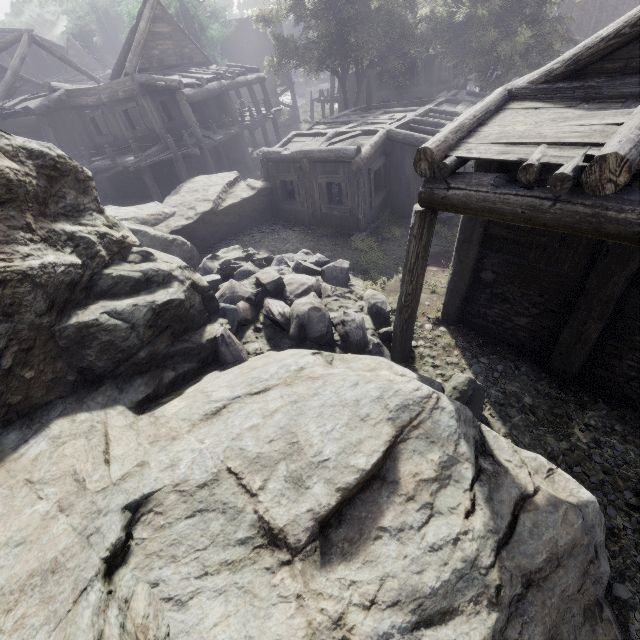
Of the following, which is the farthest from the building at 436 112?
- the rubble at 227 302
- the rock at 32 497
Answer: the rubble at 227 302

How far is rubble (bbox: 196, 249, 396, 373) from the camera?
7.18m

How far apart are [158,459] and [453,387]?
5.1 meters

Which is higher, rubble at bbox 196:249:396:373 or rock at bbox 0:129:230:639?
rock at bbox 0:129:230:639

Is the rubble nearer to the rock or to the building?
the rock

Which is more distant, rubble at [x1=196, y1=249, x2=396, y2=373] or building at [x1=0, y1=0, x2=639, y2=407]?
rubble at [x1=196, y1=249, x2=396, y2=373]

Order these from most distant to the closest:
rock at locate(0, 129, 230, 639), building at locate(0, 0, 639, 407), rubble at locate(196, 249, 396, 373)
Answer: rubble at locate(196, 249, 396, 373) → building at locate(0, 0, 639, 407) → rock at locate(0, 129, 230, 639)

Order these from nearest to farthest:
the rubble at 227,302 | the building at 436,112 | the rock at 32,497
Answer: the rock at 32,497 < the building at 436,112 < the rubble at 227,302
